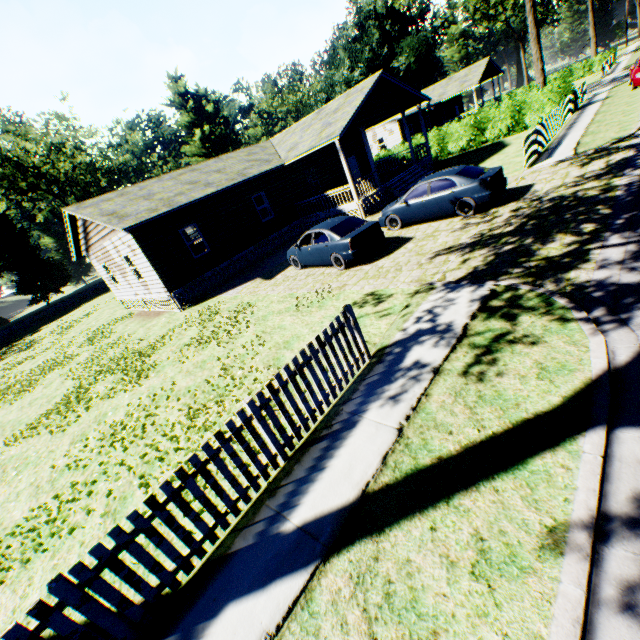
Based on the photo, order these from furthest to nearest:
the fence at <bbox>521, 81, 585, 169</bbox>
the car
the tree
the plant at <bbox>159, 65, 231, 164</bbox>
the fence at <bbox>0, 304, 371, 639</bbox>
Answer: the plant at <bbox>159, 65, 231, 164</bbox> < the tree < the car < the fence at <bbox>521, 81, 585, 169</bbox> < the fence at <bbox>0, 304, 371, 639</bbox>

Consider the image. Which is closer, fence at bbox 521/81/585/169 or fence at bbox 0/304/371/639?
fence at bbox 0/304/371/639

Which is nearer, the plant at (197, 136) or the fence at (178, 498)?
the fence at (178, 498)

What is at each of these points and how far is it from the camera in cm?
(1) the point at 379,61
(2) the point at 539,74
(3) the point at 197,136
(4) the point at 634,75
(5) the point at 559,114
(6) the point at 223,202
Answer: (1) plant, 5316
(2) tree, 2284
(3) plant, 5328
(4) car, 1964
(5) fence, 1845
(6) house, 1767

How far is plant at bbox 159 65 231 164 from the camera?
51.5 meters

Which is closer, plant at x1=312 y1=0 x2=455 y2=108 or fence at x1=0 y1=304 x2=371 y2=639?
fence at x1=0 y1=304 x2=371 y2=639

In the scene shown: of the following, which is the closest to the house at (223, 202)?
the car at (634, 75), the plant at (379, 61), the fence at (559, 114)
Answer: the fence at (559, 114)

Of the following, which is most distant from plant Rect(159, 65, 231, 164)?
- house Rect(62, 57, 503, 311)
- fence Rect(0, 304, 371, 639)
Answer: house Rect(62, 57, 503, 311)
